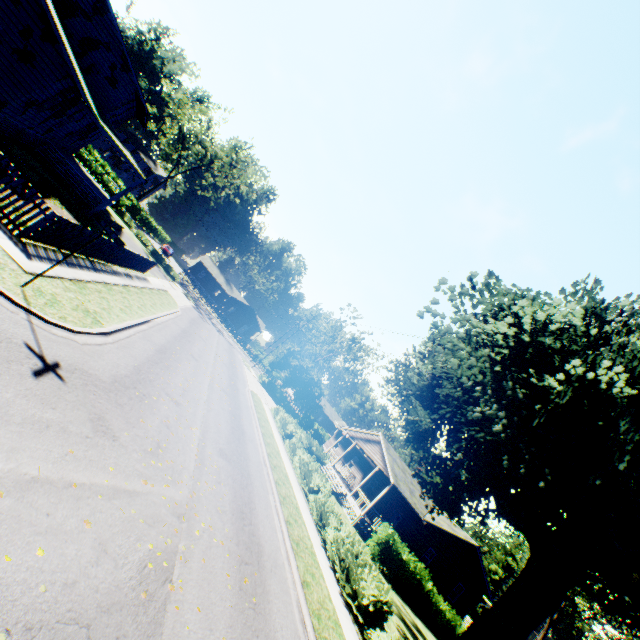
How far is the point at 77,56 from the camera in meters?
21.6 m

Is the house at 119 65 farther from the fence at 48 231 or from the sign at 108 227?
the sign at 108 227

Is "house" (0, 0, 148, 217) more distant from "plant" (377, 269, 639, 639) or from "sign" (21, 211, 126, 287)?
"sign" (21, 211, 126, 287)

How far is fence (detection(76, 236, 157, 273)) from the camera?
13.4m

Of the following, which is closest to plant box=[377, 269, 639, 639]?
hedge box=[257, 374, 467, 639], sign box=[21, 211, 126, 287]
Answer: hedge box=[257, 374, 467, 639]

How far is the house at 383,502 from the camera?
26.31m

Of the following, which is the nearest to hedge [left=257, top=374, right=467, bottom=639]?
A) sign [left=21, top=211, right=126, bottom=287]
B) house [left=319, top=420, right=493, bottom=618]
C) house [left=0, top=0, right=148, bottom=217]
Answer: house [left=319, top=420, right=493, bottom=618]

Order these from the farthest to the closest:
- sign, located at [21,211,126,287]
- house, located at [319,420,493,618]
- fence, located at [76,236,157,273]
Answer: house, located at [319,420,493,618]
fence, located at [76,236,157,273]
sign, located at [21,211,126,287]
